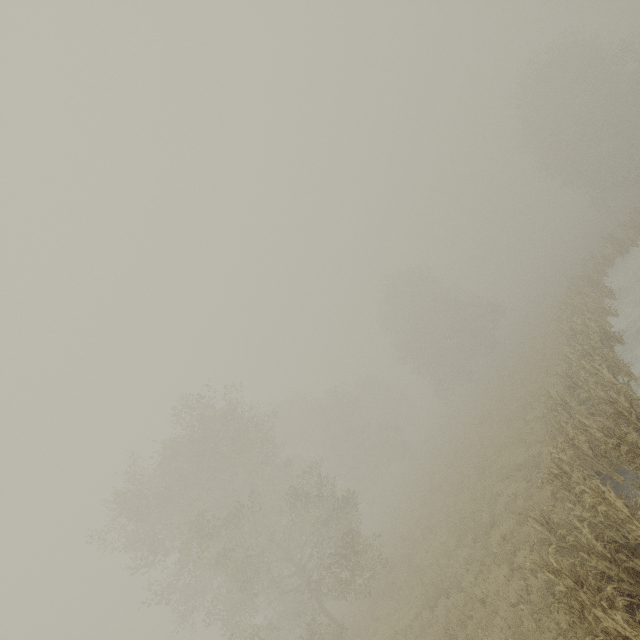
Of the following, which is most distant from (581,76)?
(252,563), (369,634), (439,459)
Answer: (252,563)
